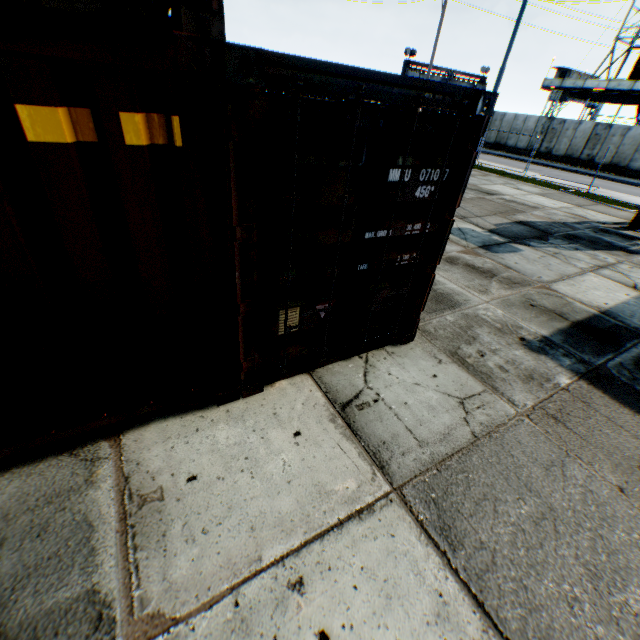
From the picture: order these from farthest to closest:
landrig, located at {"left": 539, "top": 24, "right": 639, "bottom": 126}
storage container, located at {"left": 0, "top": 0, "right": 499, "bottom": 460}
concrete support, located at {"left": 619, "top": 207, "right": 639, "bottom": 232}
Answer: landrig, located at {"left": 539, "top": 24, "right": 639, "bottom": 126}
concrete support, located at {"left": 619, "top": 207, "right": 639, "bottom": 232}
storage container, located at {"left": 0, "top": 0, "right": 499, "bottom": 460}

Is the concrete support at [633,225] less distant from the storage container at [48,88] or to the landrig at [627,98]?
the storage container at [48,88]

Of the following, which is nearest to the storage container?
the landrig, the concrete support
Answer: the concrete support

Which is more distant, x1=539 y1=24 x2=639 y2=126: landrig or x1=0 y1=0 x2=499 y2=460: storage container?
x1=539 y1=24 x2=639 y2=126: landrig

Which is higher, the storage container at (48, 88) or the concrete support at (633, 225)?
the storage container at (48, 88)

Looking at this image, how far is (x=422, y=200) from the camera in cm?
337
